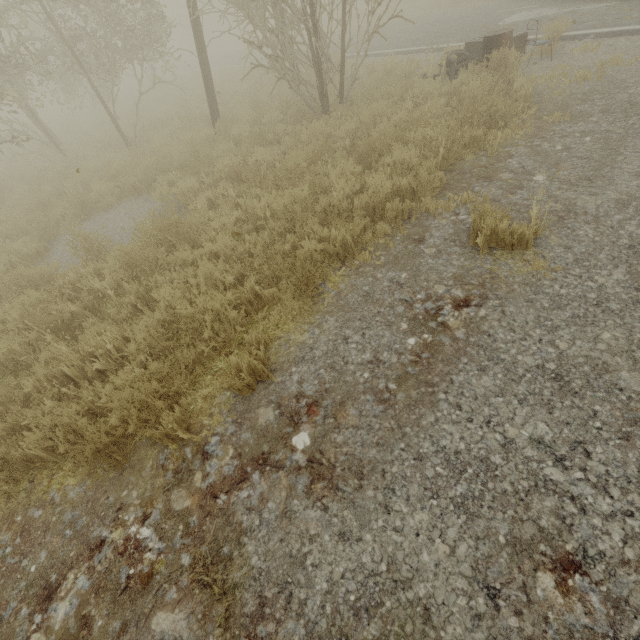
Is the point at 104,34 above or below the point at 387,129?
above

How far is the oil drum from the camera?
6.6m

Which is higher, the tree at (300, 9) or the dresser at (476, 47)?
the tree at (300, 9)

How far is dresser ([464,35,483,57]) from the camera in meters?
8.4 m

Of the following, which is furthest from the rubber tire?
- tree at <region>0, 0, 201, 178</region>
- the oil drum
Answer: tree at <region>0, 0, 201, 178</region>

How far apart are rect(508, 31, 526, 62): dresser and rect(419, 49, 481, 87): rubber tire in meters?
0.2 m

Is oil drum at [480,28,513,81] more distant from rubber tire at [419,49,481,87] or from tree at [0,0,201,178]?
tree at [0,0,201,178]

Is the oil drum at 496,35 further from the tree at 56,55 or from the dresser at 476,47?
the tree at 56,55
